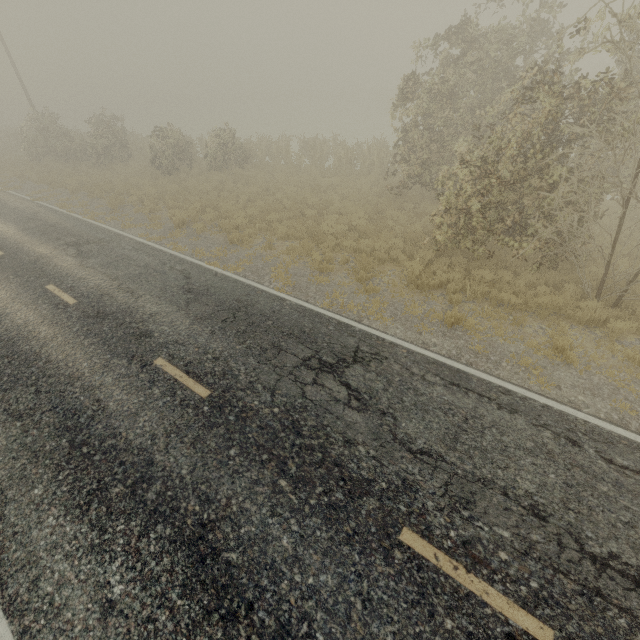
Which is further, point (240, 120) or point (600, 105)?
point (240, 120)
